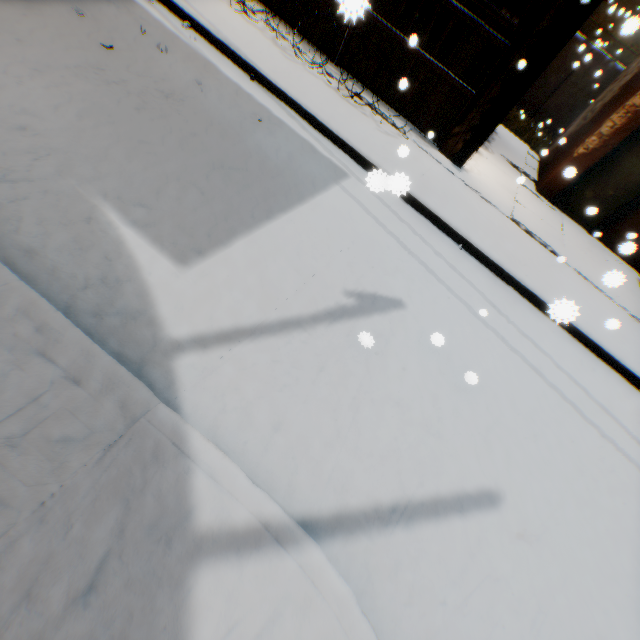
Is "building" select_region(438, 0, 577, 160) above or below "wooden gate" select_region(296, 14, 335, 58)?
above

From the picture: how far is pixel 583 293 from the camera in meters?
5.8 m

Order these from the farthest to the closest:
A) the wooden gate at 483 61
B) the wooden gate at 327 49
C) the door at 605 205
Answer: the door at 605 205, the wooden gate at 327 49, the wooden gate at 483 61

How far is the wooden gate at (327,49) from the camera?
6.6m

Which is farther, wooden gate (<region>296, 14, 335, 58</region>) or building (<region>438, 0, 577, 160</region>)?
wooden gate (<region>296, 14, 335, 58</region>)

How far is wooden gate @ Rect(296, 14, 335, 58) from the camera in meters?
6.6

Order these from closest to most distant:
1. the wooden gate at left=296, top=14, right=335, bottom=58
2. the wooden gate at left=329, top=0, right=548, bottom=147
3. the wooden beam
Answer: the wooden beam, the wooden gate at left=329, top=0, right=548, bottom=147, the wooden gate at left=296, top=14, right=335, bottom=58
